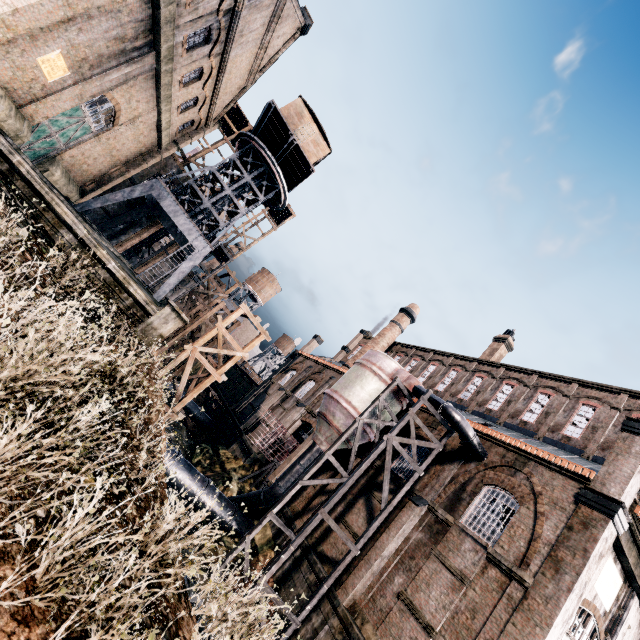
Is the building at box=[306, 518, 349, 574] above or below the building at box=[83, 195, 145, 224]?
below

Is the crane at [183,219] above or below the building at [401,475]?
above

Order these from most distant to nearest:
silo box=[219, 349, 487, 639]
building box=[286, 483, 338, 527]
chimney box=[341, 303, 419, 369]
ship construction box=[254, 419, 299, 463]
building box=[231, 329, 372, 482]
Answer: chimney box=[341, 303, 419, 369] < building box=[231, 329, 372, 482] < ship construction box=[254, 419, 299, 463] < building box=[286, 483, 338, 527] < silo box=[219, 349, 487, 639]

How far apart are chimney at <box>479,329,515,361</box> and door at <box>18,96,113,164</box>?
36.7m

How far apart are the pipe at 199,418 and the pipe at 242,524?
18.4m

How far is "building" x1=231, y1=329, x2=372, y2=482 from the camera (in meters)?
33.34

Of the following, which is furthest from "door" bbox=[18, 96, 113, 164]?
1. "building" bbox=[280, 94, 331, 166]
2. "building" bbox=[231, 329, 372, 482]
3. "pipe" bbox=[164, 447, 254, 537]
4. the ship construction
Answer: "building" bbox=[231, 329, 372, 482]

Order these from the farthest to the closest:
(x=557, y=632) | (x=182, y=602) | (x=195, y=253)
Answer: (x=195, y=253) → (x=557, y=632) → (x=182, y=602)
